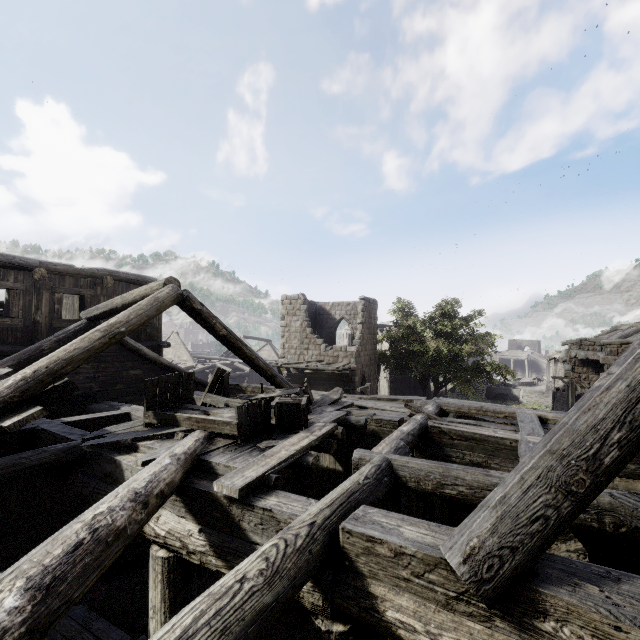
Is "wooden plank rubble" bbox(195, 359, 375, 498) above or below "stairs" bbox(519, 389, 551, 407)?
above

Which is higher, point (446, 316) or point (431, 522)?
point (446, 316)

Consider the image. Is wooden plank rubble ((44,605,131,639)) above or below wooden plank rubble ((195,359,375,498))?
below

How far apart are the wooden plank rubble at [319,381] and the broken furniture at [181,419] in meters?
0.0

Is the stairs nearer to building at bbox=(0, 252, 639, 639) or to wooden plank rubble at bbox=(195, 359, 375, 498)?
building at bbox=(0, 252, 639, 639)

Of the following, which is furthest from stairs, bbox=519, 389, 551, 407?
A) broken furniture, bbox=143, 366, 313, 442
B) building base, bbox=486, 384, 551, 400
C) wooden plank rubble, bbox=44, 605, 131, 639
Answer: wooden plank rubble, bbox=44, 605, 131, 639

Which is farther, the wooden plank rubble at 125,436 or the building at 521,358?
the building at 521,358

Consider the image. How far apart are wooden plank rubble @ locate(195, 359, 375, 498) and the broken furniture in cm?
1
